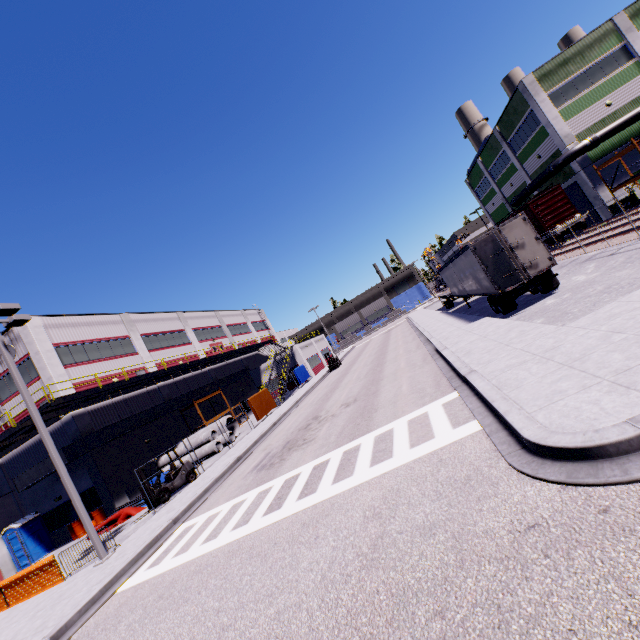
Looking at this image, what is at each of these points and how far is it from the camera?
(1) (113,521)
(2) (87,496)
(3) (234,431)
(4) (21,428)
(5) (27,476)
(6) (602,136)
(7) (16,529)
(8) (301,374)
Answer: (1) tarp, 18.0 meters
(2) building, 22.0 meters
(3) concrete pipe, 27.2 meters
(4) balcony, 18.9 meters
(5) vent duct, 21.1 meters
(6) pipe, 27.2 meters
(7) portable restroom, 21.1 meters
(8) tarp, 39.3 meters

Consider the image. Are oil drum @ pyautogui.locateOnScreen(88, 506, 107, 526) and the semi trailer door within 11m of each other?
no

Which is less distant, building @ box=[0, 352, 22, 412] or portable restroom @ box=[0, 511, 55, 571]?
portable restroom @ box=[0, 511, 55, 571]

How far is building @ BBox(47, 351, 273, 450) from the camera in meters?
22.0 m

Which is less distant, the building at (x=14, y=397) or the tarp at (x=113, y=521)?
the tarp at (x=113, y=521)

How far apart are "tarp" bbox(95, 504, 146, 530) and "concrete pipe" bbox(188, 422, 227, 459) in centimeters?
466cm

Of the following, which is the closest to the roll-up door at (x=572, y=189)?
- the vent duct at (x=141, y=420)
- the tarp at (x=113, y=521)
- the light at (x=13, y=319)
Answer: the vent duct at (x=141, y=420)

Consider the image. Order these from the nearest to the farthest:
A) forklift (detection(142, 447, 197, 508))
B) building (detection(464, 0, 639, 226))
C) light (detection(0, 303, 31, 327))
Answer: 1. light (detection(0, 303, 31, 327))
2. forklift (detection(142, 447, 197, 508))
3. building (detection(464, 0, 639, 226))
